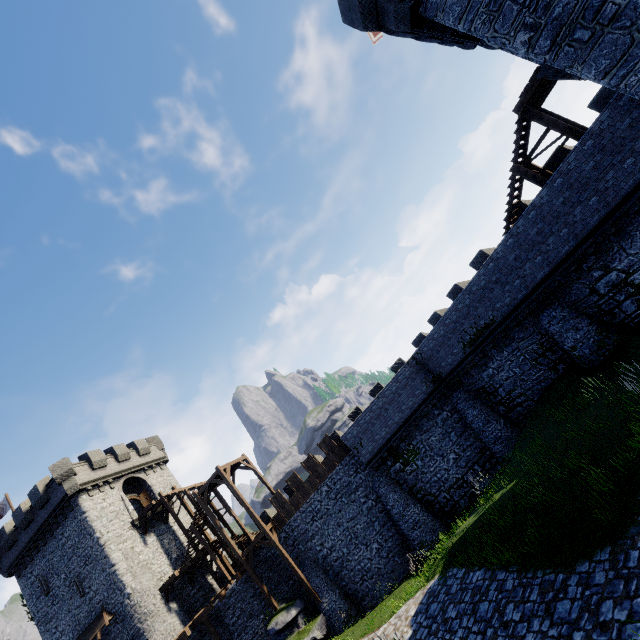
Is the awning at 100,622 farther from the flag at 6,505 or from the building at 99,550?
the flag at 6,505

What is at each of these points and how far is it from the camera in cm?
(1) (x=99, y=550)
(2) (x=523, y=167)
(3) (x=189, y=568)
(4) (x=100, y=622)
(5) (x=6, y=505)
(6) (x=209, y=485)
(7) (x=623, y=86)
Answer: (1) building, 2553
(2) stairs, 1481
(3) wooden platform, 2728
(4) awning, 2402
(5) flag, 3112
(6) stairs, 2642
(7) building, 914

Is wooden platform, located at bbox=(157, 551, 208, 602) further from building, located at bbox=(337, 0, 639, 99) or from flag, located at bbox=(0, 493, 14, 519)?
building, located at bbox=(337, 0, 639, 99)

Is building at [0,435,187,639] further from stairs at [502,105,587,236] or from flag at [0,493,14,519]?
stairs at [502,105,587,236]

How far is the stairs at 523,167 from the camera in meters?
13.4

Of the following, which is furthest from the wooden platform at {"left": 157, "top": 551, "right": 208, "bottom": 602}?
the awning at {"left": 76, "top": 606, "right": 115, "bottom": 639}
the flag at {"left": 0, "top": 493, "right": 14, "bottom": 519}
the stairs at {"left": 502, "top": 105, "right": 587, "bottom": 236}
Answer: the stairs at {"left": 502, "top": 105, "right": 587, "bottom": 236}

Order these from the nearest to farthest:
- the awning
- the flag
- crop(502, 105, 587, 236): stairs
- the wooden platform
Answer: crop(502, 105, 587, 236): stairs
the awning
the wooden platform
the flag

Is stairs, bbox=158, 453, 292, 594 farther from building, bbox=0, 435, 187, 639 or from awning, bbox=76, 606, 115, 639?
awning, bbox=76, 606, 115, 639
